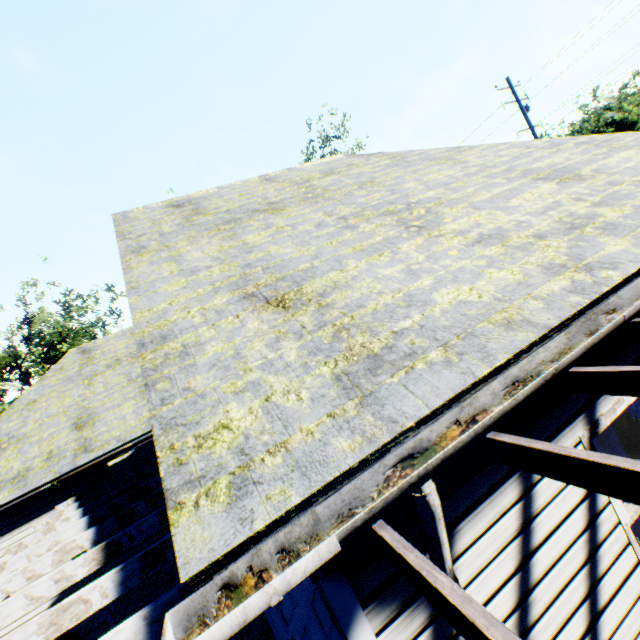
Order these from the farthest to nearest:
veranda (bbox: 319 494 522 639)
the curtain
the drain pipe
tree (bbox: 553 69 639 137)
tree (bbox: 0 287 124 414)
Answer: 1. tree (bbox: 553 69 639 137)
2. tree (bbox: 0 287 124 414)
3. the curtain
4. the drain pipe
5. veranda (bbox: 319 494 522 639)

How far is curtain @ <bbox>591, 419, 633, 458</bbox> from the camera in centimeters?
295cm

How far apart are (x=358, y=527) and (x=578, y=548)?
2.01m

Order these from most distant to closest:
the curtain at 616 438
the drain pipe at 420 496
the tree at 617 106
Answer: the tree at 617 106 → the curtain at 616 438 → the drain pipe at 420 496

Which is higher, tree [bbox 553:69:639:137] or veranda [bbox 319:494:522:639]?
tree [bbox 553:69:639:137]

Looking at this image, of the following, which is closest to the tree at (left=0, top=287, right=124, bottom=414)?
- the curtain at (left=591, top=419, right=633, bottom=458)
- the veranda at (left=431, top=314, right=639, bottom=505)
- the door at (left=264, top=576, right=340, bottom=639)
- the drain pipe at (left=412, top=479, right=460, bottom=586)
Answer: the veranda at (left=431, top=314, right=639, bottom=505)

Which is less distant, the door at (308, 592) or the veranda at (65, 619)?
the veranda at (65, 619)

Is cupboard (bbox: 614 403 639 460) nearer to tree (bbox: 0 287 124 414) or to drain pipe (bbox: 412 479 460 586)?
drain pipe (bbox: 412 479 460 586)
